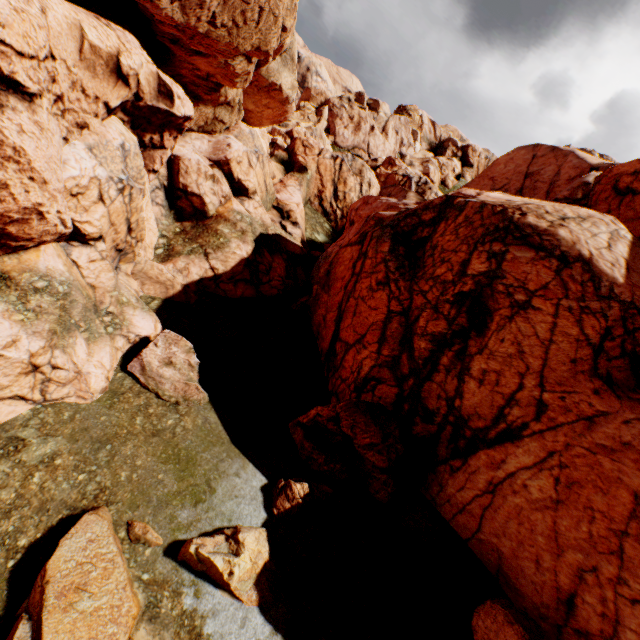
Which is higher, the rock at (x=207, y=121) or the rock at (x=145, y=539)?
the rock at (x=207, y=121)

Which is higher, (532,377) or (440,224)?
(440,224)

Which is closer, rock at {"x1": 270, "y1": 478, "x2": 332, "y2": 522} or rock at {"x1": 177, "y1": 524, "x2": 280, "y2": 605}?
rock at {"x1": 177, "y1": 524, "x2": 280, "y2": 605}

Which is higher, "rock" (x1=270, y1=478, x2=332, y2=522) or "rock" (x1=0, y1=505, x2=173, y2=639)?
"rock" (x1=270, y1=478, x2=332, y2=522)

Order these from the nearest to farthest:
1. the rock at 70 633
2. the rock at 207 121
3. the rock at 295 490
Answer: the rock at 70 633, the rock at 207 121, the rock at 295 490

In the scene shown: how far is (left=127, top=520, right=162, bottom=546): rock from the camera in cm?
872
